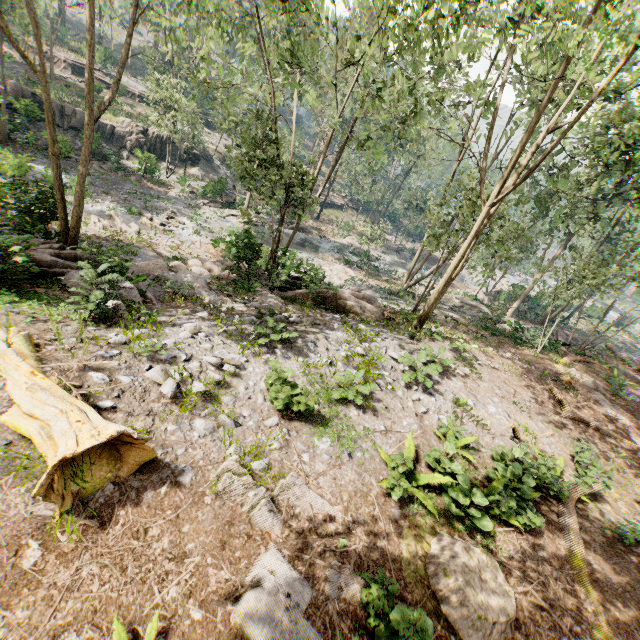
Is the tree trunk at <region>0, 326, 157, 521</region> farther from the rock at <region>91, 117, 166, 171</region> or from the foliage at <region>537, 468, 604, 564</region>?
the rock at <region>91, 117, 166, 171</region>

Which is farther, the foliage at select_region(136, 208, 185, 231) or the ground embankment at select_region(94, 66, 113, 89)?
the ground embankment at select_region(94, 66, 113, 89)

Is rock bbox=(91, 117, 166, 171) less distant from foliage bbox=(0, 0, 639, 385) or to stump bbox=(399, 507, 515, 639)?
foliage bbox=(0, 0, 639, 385)

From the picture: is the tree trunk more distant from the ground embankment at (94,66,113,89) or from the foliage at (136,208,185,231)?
the ground embankment at (94,66,113,89)

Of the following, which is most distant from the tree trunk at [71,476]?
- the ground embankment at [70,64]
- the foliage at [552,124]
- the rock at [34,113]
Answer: the ground embankment at [70,64]

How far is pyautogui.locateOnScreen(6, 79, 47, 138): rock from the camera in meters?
27.1

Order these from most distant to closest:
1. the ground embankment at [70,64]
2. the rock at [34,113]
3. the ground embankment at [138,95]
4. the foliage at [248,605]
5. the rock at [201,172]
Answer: the ground embankment at [70,64]
the ground embankment at [138,95]
the rock at [201,172]
the rock at [34,113]
the foliage at [248,605]

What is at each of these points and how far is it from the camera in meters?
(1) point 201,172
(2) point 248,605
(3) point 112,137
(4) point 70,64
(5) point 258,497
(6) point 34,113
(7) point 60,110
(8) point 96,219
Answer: (1) rock, 40.0 m
(2) foliage, 4.5 m
(3) rock, 34.2 m
(4) ground embankment, 43.7 m
(5) foliage, 5.6 m
(6) rock, 29.0 m
(7) rock, 30.6 m
(8) foliage, 21.3 m
